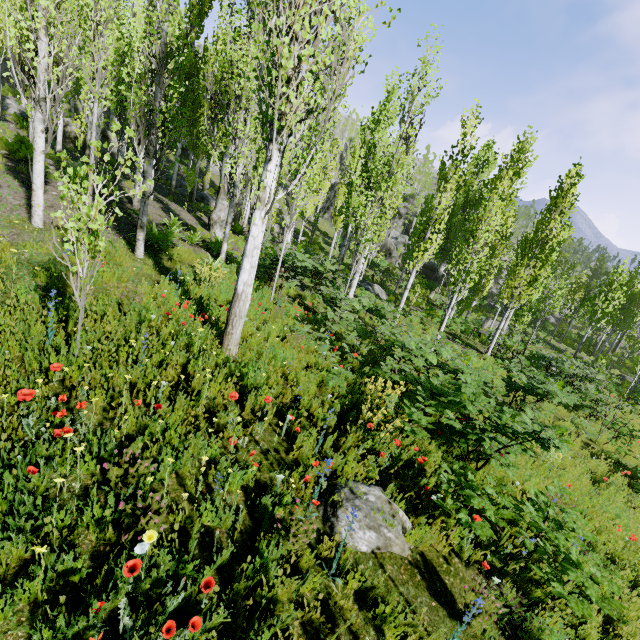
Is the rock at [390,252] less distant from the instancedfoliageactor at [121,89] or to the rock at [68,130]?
the instancedfoliageactor at [121,89]

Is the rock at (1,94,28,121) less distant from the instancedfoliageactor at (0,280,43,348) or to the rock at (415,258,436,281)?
the instancedfoliageactor at (0,280,43,348)

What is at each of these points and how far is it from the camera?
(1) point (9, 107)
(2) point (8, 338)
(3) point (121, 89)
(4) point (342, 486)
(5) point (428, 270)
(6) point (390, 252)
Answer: (1) rock, 20.9m
(2) instancedfoliageactor, 4.0m
(3) instancedfoliageactor, 12.9m
(4) rock, 4.0m
(5) rock, 38.7m
(6) rock, 40.9m

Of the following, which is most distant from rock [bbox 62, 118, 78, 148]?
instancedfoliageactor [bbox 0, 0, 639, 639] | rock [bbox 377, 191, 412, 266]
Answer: rock [bbox 377, 191, 412, 266]

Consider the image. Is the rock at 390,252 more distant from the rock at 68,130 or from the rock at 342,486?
the rock at 342,486

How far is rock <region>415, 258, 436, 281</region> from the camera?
38.44m

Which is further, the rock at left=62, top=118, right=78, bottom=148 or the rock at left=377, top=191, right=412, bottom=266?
the rock at left=377, top=191, right=412, bottom=266

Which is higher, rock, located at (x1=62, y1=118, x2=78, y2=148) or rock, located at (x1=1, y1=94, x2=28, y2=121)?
rock, located at (x1=1, y1=94, x2=28, y2=121)
